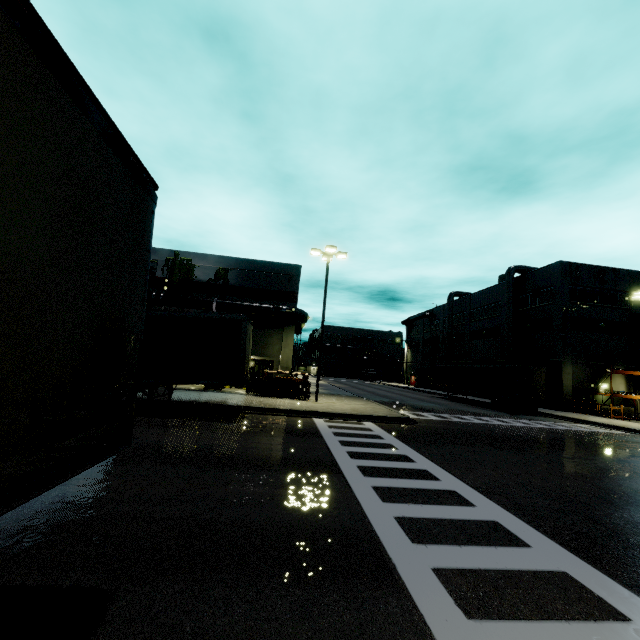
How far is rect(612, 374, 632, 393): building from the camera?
31.5m

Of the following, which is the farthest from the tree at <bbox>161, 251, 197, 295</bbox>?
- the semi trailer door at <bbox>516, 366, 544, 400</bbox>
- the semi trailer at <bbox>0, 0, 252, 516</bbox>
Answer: the semi trailer door at <bbox>516, 366, 544, 400</bbox>

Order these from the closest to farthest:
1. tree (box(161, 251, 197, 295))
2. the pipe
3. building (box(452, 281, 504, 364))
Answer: the pipe
tree (box(161, 251, 197, 295))
building (box(452, 281, 504, 364))

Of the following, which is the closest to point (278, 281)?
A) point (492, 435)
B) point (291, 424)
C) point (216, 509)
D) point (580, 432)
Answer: point (291, 424)

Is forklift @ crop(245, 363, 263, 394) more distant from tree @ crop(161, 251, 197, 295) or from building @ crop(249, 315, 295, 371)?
tree @ crop(161, 251, 197, 295)

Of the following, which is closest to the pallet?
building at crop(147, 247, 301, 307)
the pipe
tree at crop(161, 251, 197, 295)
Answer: building at crop(147, 247, 301, 307)

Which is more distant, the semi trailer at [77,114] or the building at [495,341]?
the building at [495,341]

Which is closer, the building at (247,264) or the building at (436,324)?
the building at (247,264)
